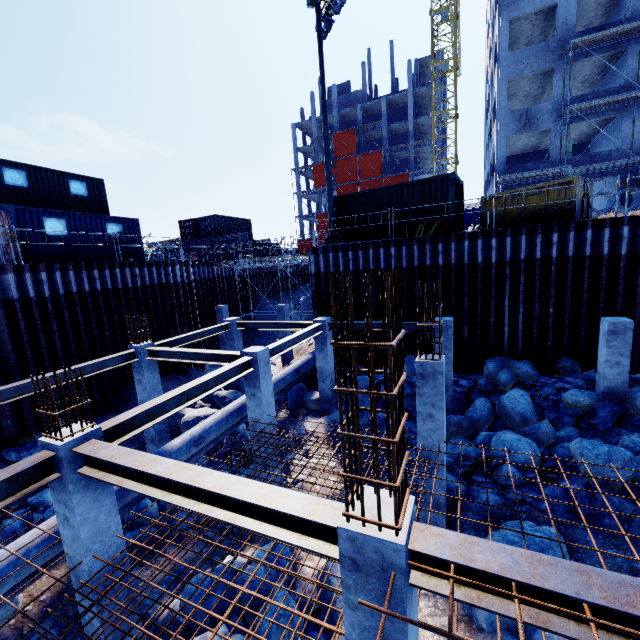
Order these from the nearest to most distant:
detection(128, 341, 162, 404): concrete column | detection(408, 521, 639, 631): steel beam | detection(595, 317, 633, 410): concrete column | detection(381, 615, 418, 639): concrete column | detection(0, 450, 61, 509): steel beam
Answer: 1. detection(408, 521, 639, 631): steel beam
2. detection(381, 615, 418, 639): concrete column
3. detection(0, 450, 61, 509): steel beam
4. detection(595, 317, 633, 410): concrete column
5. detection(128, 341, 162, 404): concrete column

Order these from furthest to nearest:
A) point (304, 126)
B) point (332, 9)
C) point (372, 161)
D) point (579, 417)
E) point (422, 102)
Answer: point (304, 126) < point (422, 102) < point (372, 161) < point (332, 9) < point (579, 417)

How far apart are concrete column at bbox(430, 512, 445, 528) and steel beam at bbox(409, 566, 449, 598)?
4.5 meters

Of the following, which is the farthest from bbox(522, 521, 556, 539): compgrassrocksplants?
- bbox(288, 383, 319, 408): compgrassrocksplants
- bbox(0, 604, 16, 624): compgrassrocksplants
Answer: bbox(288, 383, 319, 408): compgrassrocksplants

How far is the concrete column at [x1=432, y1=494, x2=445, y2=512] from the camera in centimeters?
774cm

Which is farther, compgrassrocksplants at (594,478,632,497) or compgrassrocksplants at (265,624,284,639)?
compgrassrocksplants at (594,478,632,497)

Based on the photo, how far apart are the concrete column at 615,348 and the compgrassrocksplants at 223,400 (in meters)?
14.04

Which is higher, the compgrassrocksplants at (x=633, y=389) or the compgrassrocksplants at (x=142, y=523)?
the compgrassrocksplants at (x=633, y=389)
